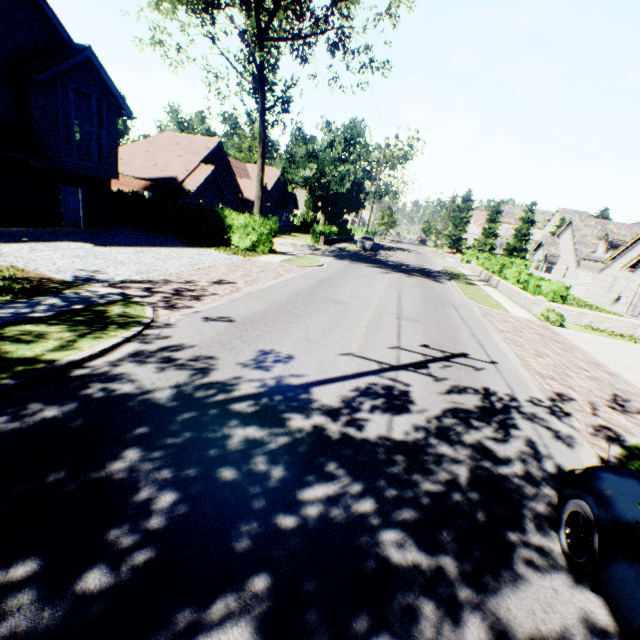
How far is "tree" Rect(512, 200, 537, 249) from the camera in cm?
5772

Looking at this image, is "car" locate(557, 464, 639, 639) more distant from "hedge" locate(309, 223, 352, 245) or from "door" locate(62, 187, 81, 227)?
"door" locate(62, 187, 81, 227)

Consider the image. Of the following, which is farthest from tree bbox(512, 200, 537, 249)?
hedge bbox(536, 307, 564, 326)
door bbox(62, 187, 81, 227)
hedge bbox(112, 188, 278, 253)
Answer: hedge bbox(536, 307, 564, 326)

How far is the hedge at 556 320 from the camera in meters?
15.4

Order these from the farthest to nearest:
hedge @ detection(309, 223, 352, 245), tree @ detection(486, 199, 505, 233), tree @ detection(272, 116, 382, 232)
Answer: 1. tree @ detection(486, 199, 505, 233)
2. tree @ detection(272, 116, 382, 232)
3. hedge @ detection(309, 223, 352, 245)

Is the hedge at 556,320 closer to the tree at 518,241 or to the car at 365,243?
the tree at 518,241

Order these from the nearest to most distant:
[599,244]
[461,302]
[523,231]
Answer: [461,302], [599,244], [523,231]
